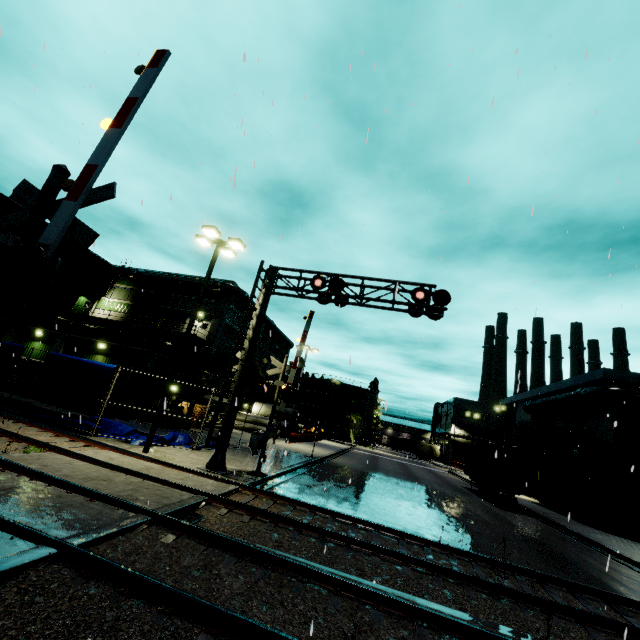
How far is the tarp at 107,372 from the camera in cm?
1466

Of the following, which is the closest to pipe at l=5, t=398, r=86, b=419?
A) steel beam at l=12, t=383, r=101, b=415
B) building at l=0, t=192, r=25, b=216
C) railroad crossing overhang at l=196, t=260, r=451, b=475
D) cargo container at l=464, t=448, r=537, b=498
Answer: steel beam at l=12, t=383, r=101, b=415

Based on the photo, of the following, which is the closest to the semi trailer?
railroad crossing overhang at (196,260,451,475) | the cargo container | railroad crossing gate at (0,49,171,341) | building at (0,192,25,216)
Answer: the cargo container

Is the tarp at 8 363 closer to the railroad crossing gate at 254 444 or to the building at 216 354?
the building at 216 354

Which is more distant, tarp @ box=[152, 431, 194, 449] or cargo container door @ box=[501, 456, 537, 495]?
cargo container door @ box=[501, 456, 537, 495]

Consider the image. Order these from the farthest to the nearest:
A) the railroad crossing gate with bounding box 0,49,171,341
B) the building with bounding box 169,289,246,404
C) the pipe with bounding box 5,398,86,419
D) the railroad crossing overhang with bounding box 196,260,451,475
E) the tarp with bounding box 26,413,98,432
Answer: the building with bounding box 169,289,246,404
the pipe with bounding box 5,398,86,419
the tarp with bounding box 26,413,98,432
the railroad crossing overhang with bounding box 196,260,451,475
the railroad crossing gate with bounding box 0,49,171,341

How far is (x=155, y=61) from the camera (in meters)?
4.96

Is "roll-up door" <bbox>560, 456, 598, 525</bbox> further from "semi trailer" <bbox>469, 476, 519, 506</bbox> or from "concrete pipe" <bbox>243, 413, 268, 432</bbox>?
"concrete pipe" <bbox>243, 413, 268, 432</bbox>
